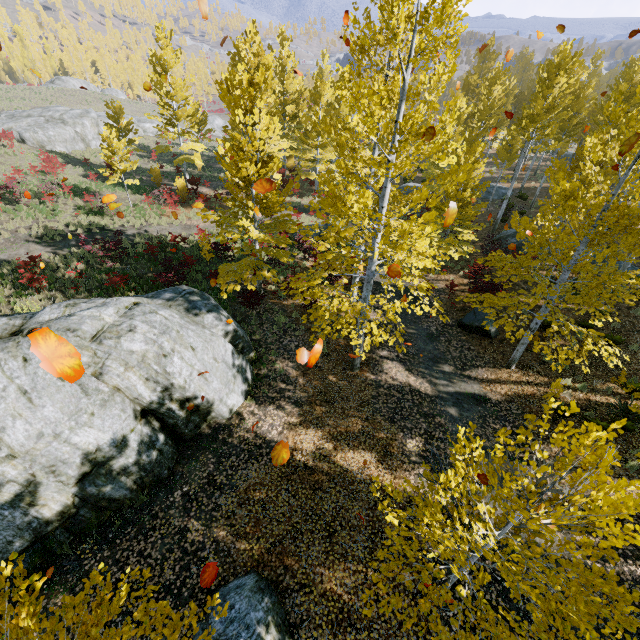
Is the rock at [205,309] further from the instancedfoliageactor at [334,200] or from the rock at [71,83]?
the rock at [71,83]

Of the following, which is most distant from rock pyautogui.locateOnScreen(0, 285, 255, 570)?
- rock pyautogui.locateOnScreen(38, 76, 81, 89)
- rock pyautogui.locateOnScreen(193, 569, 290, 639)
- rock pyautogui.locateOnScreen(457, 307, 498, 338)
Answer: rock pyautogui.locateOnScreen(38, 76, 81, 89)

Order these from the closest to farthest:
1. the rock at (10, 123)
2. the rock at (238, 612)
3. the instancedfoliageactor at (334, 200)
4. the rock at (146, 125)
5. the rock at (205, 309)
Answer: the rock at (238, 612) → the rock at (205, 309) → the instancedfoliageactor at (334, 200) → the rock at (10, 123) → the rock at (146, 125)

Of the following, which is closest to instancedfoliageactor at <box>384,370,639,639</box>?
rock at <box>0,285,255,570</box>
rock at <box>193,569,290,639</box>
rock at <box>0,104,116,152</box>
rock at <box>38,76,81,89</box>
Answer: rock at <box>0,285,255,570</box>

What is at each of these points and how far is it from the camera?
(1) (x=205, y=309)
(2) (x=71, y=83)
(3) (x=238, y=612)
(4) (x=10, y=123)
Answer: (1) rock, 11.05m
(2) rock, 58.59m
(3) rock, 5.73m
(4) rock, 31.77m

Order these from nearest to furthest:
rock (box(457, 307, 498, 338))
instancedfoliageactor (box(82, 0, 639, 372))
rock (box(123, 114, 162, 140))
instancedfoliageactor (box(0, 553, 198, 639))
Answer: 1. instancedfoliageactor (box(0, 553, 198, 639))
2. instancedfoliageactor (box(82, 0, 639, 372))
3. rock (box(457, 307, 498, 338))
4. rock (box(123, 114, 162, 140))

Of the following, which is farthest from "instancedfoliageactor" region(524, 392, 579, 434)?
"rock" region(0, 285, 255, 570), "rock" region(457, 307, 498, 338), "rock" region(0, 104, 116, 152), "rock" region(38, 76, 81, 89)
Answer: "rock" region(0, 104, 116, 152)

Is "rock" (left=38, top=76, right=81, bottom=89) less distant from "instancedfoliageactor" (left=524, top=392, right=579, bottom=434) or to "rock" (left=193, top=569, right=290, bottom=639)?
"instancedfoliageactor" (left=524, top=392, right=579, bottom=434)
